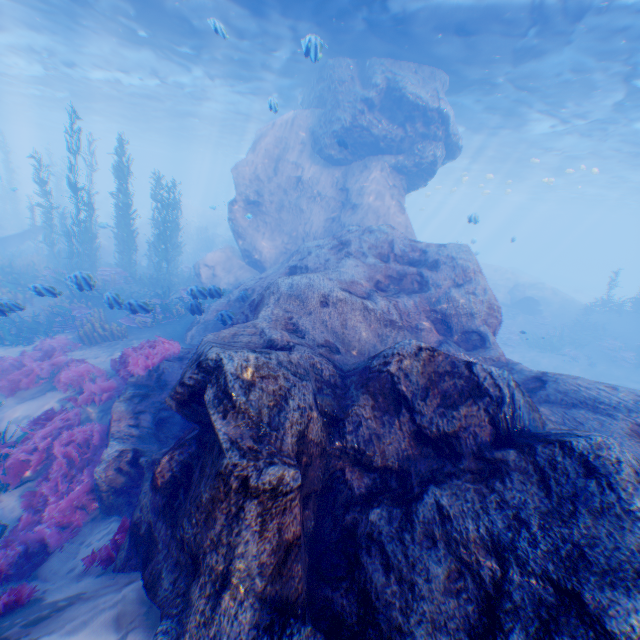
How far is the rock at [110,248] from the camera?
23.9 meters

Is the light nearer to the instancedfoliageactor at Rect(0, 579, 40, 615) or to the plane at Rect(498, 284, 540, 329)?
the plane at Rect(498, 284, 540, 329)

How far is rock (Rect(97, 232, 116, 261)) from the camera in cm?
2392

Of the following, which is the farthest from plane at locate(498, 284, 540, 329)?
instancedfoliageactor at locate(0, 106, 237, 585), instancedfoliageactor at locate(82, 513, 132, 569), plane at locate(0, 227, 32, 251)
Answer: plane at locate(0, 227, 32, 251)

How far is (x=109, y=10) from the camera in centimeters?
1365cm

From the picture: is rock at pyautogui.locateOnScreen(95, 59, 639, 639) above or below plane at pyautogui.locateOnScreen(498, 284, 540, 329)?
above

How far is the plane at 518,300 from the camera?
23.33m

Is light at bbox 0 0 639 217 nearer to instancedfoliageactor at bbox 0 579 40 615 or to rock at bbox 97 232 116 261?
rock at bbox 97 232 116 261
